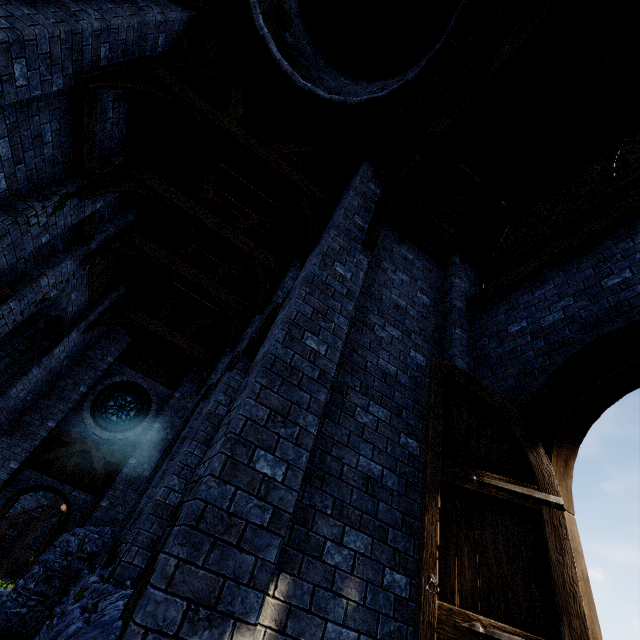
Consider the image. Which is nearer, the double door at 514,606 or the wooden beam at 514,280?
the double door at 514,606

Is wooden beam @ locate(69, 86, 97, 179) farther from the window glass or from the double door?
the window glass

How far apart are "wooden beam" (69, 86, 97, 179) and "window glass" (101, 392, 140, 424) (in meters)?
9.74

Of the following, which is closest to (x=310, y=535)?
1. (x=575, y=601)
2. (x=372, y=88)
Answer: (x=575, y=601)

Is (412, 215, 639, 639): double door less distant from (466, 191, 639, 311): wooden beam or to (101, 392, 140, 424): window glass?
(466, 191, 639, 311): wooden beam

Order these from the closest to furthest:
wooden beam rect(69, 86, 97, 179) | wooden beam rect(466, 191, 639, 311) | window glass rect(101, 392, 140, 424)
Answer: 1. wooden beam rect(466, 191, 639, 311)
2. wooden beam rect(69, 86, 97, 179)
3. window glass rect(101, 392, 140, 424)

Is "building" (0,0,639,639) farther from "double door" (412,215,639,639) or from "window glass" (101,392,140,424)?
"window glass" (101,392,140,424)

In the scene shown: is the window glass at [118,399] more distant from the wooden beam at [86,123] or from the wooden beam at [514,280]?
the wooden beam at [514,280]
